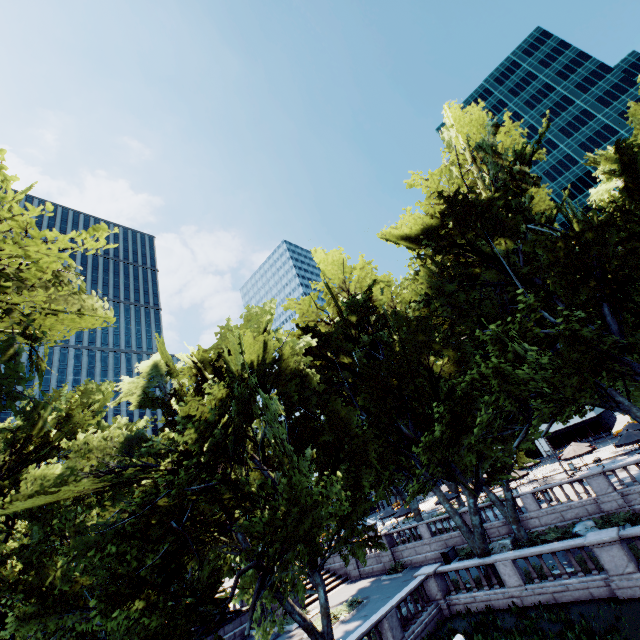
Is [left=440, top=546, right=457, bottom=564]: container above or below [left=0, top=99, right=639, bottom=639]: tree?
below

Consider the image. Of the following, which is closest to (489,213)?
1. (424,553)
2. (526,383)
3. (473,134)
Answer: (473,134)

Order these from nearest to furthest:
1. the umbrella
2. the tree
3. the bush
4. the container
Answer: the tree, the bush, the container, the umbrella

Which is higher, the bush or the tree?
the tree

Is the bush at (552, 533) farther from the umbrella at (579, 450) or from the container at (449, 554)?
the umbrella at (579, 450)

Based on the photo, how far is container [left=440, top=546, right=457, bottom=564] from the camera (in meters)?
26.59

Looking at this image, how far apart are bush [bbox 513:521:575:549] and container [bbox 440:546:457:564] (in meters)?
7.36

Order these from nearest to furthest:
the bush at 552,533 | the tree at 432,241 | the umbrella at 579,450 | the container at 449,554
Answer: the tree at 432,241
the bush at 552,533
the container at 449,554
the umbrella at 579,450
